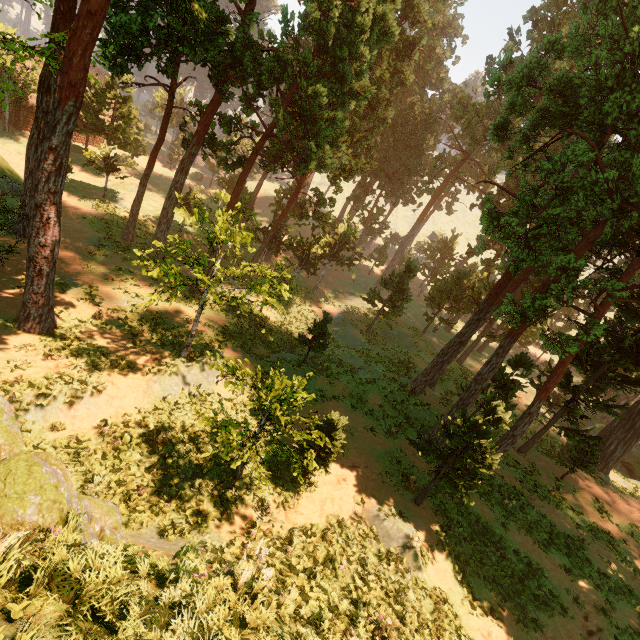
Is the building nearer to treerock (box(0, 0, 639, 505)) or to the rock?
treerock (box(0, 0, 639, 505))

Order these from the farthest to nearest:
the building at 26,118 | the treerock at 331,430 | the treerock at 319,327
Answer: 1. the building at 26,118
2. the treerock at 319,327
3. the treerock at 331,430

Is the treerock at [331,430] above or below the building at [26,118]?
above

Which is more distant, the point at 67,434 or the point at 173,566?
the point at 67,434

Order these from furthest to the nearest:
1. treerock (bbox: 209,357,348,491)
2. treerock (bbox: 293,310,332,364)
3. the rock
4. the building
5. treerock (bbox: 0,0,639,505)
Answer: the building, treerock (bbox: 293,310,332,364), treerock (bbox: 0,0,639,505), treerock (bbox: 209,357,348,491), the rock

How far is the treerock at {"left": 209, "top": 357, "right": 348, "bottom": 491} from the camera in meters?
9.5
